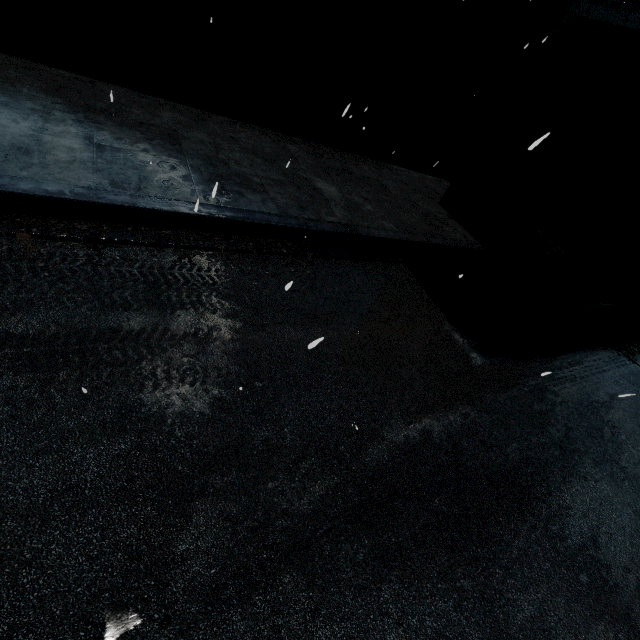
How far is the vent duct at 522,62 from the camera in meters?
9.1

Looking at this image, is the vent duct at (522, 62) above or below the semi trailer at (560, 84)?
above

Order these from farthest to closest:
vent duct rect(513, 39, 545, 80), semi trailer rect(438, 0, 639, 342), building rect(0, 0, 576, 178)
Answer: vent duct rect(513, 39, 545, 80) → building rect(0, 0, 576, 178) → semi trailer rect(438, 0, 639, 342)

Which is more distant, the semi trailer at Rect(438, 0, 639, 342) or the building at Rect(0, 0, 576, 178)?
the building at Rect(0, 0, 576, 178)

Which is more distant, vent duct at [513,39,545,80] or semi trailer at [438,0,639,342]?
vent duct at [513,39,545,80]

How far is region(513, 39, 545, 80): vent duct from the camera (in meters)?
9.06

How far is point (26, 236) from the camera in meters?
3.4 m

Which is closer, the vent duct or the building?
the building
